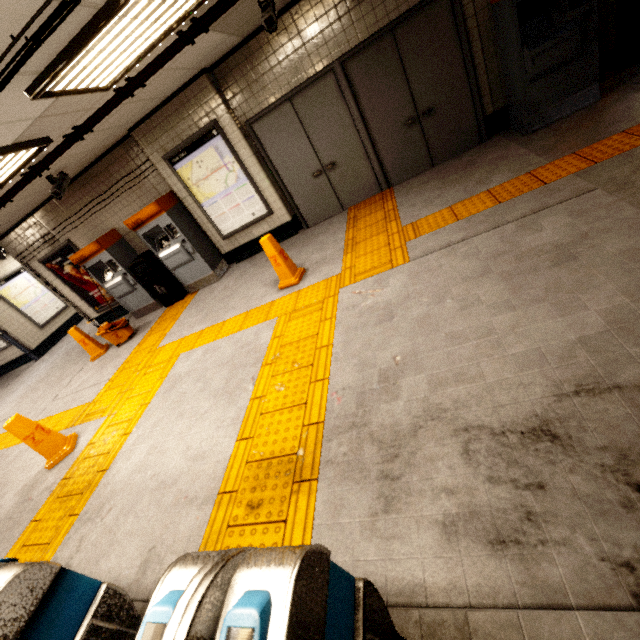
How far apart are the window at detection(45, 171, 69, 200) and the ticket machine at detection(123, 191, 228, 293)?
1.0m

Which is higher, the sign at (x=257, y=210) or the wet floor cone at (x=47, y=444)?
the sign at (x=257, y=210)

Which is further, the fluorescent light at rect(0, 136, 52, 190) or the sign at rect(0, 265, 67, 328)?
the sign at rect(0, 265, 67, 328)

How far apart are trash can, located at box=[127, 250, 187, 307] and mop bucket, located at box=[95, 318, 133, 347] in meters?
0.7 m

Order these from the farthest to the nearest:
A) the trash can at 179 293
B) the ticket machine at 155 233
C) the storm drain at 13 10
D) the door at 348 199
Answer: the trash can at 179 293
the ticket machine at 155 233
the door at 348 199
the storm drain at 13 10

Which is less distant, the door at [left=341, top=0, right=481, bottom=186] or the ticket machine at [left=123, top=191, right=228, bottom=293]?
the door at [left=341, top=0, right=481, bottom=186]

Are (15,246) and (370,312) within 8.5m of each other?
no

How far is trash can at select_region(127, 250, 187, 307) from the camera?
6.7 meters
